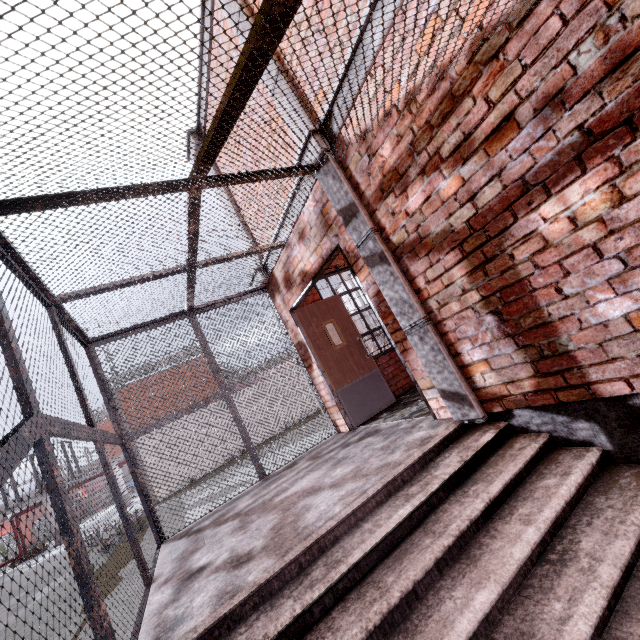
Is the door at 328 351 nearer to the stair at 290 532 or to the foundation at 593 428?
the stair at 290 532

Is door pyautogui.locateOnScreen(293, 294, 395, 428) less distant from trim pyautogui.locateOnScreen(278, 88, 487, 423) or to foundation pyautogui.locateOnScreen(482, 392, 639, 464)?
trim pyautogui.locateOnScreen(278, 88, 487, 423)

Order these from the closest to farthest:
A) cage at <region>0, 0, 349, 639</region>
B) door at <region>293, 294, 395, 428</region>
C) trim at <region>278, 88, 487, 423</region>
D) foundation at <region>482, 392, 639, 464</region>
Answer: cage at <region>0, 0, 349, 639</region> → foundation at <region>482, 392, 639, 464</region> → trim at <region>278, 88, 487, 423</region> → door at <region>293, 294, 395, 428</region>

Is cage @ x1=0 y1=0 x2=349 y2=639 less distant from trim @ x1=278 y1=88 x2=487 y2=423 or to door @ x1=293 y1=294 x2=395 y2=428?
trim @ x1=278 y1=88 x2=487 y2=423

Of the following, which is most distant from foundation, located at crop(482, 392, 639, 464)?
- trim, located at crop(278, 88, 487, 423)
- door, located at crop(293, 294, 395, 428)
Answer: door, located at crop(293, 294, 395, 428)

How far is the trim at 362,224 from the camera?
2.9 meters

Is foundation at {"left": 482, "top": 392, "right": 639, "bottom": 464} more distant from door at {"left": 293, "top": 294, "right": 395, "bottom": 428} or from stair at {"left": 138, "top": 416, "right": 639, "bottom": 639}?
door at {"left": 293, "top": 294, "right": 395, "bottom": 428}

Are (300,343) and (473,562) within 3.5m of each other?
no
